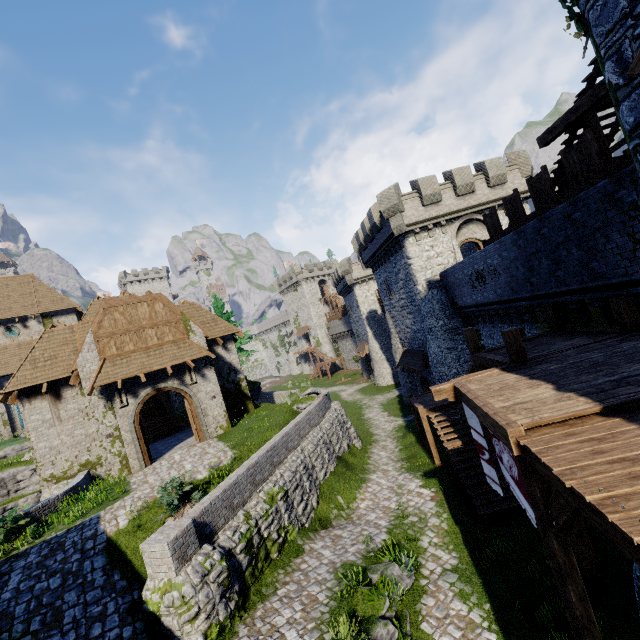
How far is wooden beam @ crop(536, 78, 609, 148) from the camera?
8.6m

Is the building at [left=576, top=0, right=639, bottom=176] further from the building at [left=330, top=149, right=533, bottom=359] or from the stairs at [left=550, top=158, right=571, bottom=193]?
the building at [left=330, top=149, right=533, bottom=359]

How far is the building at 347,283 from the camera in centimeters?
2223cm

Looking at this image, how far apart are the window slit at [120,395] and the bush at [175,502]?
6.8 meters

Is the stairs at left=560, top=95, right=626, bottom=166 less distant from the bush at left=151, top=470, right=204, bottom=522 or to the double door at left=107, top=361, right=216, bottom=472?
the bush at left=151, top=470, right=204, bottom=522

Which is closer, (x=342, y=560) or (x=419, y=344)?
(x=342, y=560)

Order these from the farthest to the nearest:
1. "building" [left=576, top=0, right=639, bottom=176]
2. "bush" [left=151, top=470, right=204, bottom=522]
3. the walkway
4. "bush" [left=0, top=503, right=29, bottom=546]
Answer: "bush" [left=0, top=503, right=29, bottom=546] < "bush" [left=151, top=470, right=204, bottom=522] < "building" [left=576, top=0, right=639, bottom=176] < the walkway

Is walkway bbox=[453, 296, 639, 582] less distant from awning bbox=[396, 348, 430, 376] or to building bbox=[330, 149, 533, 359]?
building bbox=[330, 149, 533, 359]
